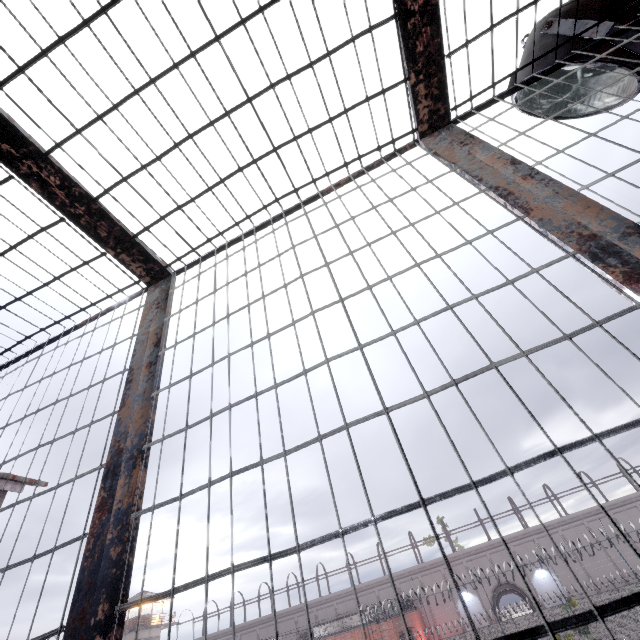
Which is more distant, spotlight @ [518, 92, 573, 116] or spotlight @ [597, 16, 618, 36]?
spotlight @ [518, 92, 573, 116]

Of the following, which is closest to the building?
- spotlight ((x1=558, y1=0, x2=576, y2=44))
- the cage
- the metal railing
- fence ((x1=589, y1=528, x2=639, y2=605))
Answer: fence ((x1=589, y1=528, x2=639, y2=605))

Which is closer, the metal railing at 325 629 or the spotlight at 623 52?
the spotlight at 623 52

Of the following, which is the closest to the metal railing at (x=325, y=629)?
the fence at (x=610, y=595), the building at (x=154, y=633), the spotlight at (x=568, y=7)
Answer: the fence at (x=610, y=595)

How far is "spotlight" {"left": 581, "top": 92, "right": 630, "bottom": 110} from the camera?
2.99m

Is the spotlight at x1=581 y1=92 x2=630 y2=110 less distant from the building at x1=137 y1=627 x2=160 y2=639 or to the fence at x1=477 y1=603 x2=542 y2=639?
the fence at x1=477 y1=603 x2=542 y2=639

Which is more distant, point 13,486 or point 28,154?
point 13,486
